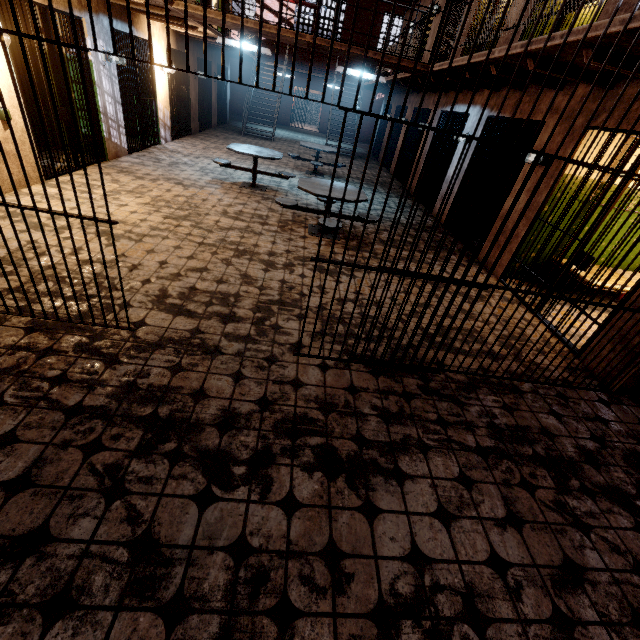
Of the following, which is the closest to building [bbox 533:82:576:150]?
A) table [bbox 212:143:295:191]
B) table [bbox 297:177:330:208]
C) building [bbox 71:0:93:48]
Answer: table [bbox 297:177:330:208]

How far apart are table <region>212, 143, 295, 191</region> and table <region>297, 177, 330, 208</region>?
1.4m

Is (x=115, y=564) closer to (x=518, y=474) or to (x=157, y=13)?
(x=518, y=474)

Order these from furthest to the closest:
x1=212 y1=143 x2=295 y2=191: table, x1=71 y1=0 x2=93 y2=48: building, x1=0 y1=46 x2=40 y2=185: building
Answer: x1=212 y1=143 x2=295 y2=191: table
x1=71 y1=0 x2=93 y2=48: building
x1=0 y1=46 x2=40 y2=185: building

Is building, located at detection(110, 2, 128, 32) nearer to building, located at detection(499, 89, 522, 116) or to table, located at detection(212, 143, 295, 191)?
table, located at detection(212, 143, 295, 191)

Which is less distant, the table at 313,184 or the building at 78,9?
the table at 313,184

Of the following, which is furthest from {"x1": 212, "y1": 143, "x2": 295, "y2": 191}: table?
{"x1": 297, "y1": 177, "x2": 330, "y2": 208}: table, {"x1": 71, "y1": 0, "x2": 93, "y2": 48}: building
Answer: {"x1": 71, "y1": 0, "x2": 93, "y2": 48}: building

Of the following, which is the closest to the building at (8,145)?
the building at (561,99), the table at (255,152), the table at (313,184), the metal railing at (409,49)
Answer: the metal railing at (409,49)
